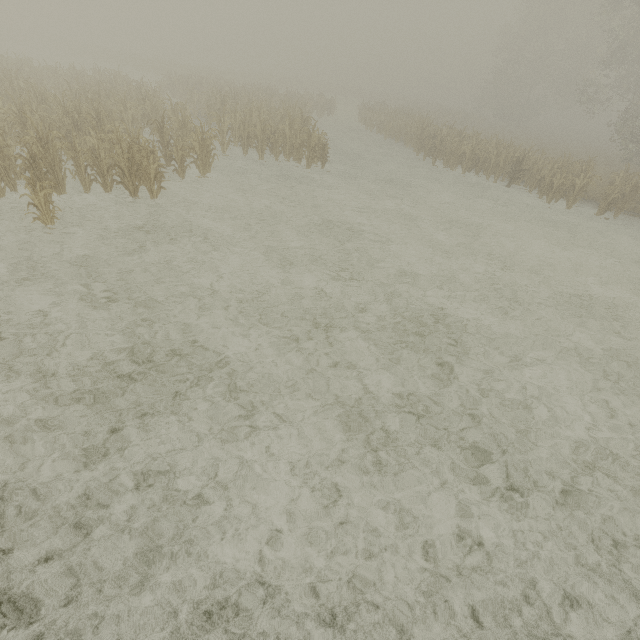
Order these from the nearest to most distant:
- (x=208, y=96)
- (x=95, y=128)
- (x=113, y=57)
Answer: (x=95, y=128)
(x=208, y=96)
(x=113, y=57)
